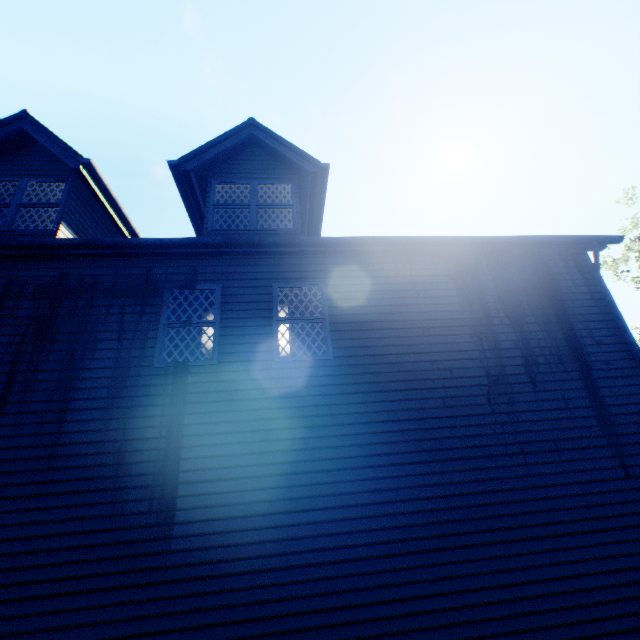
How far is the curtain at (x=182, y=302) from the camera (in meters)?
6.23

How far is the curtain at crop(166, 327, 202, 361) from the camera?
5.9m

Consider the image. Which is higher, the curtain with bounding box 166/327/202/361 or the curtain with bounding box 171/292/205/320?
the curtain with bounding box 171/292/205/320

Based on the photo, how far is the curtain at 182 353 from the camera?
5.9m

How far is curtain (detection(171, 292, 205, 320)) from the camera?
6.23m

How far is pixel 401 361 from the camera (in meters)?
5.84

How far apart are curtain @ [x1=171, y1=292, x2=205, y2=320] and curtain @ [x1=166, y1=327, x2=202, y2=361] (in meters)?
0.14
